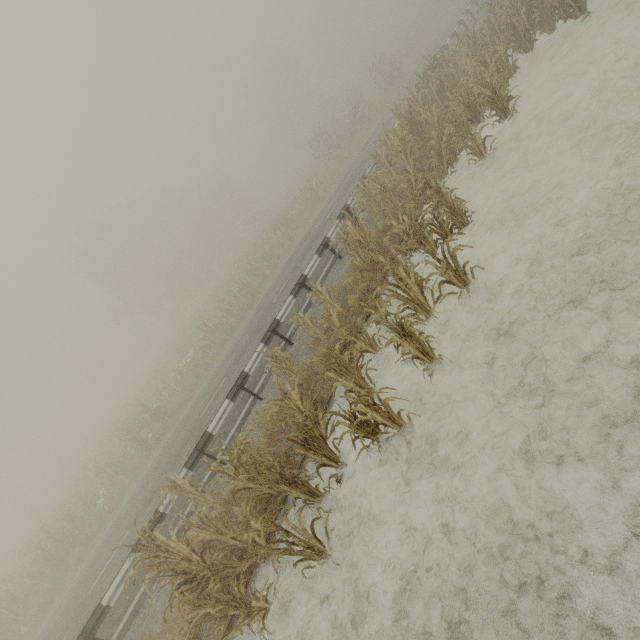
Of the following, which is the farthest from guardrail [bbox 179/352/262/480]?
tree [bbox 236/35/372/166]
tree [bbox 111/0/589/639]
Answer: tree [bbox 236/35/372/166]

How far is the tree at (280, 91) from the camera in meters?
35.2 m

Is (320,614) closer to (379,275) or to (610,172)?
(379,275)

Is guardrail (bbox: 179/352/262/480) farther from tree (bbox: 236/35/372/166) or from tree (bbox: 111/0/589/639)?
tree (bbox: 236/35/372/166)

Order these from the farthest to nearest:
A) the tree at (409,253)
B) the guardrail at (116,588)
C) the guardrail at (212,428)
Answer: the guardrail at (212,428) → the guardrail at (116,588) → the tree at (409,253)

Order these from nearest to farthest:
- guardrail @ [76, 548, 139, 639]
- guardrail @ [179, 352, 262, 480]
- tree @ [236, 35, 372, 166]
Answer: guardrail @ [76, 548, 139, 639], guardrail @ [179, 352, 262, 480], tree @ [236, 35, 372, 166]
